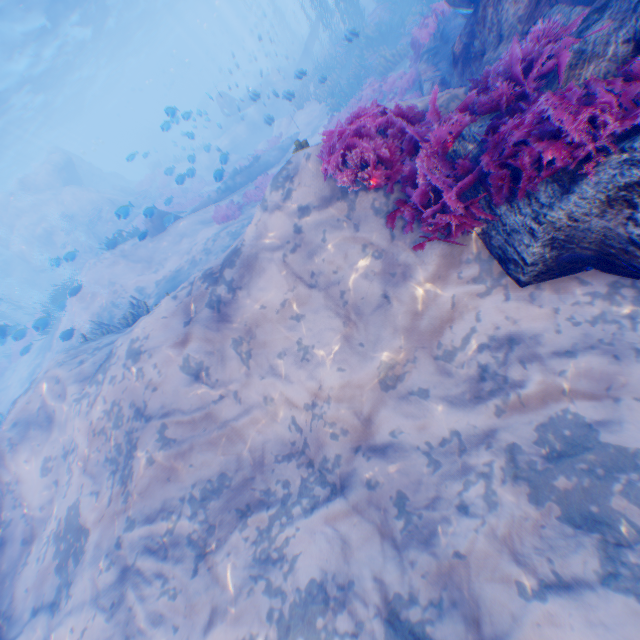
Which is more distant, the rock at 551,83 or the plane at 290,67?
the plane at 290,67

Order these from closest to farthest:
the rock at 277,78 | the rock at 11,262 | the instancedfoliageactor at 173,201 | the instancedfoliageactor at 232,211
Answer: the instancedfoliageactor at 232,211 → the rock at 277,78 → the instancedfoliageactor at 173,201 → the rock at 11,262

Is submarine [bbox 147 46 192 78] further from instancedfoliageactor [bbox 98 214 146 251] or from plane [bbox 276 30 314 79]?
instancedfoliageactor [bbox 98 214 146 251]

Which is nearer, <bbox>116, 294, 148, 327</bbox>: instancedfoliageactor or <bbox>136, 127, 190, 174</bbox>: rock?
<bbox>116, 294, 148, 327</bbox>: instancedfoliageactor

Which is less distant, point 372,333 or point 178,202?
point 372,333

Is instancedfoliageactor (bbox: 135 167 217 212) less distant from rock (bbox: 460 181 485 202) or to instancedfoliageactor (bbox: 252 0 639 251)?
rock (bbox: 460 181 485 202)

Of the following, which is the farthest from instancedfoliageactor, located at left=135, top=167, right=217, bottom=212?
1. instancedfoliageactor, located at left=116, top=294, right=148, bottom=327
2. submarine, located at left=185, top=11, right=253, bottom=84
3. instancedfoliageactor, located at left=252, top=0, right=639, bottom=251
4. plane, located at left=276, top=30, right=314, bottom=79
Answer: submarine, located at left=185, top=11, right=253, bottom=84

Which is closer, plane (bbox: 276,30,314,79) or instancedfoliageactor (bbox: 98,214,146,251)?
instancedfoliageactor (bbox: 98,214,146,251)
